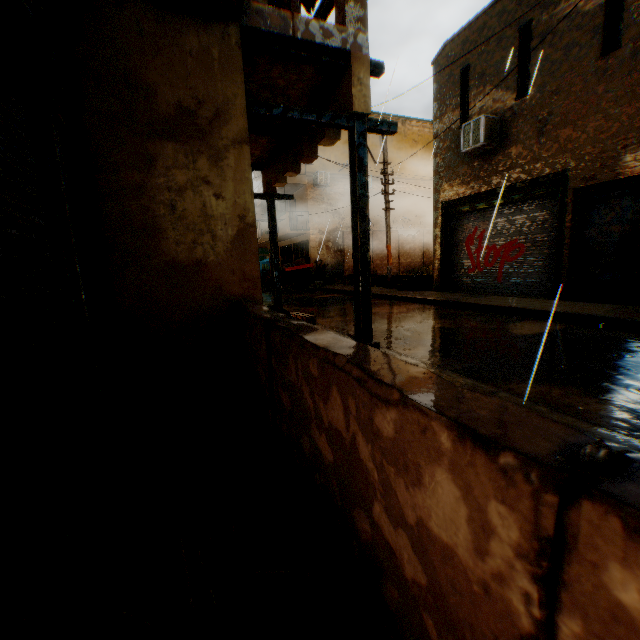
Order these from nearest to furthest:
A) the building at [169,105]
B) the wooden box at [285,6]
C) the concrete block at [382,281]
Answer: the building at [169,105]
the wooden box at [285,6]
the concrete block at [382,281]

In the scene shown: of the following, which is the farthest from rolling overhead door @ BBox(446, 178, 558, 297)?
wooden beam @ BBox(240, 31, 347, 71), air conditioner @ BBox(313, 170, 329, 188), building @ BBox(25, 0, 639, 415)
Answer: air conditioner @ BBox(313, 170, 329, 188)

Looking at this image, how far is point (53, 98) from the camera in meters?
2.2

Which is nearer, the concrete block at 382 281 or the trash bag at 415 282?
the trash bag at 415 282

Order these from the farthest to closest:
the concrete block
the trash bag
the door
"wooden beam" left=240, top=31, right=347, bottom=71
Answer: the concrete block, the trash bag, the door, "wooden beam" left=240, top=31, right=347, bottom=71

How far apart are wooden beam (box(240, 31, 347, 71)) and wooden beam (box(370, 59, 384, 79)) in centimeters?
28cm

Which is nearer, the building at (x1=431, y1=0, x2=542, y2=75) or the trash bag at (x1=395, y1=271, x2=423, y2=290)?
the building at (x1=431, y1=0, x2=542, y2=75)

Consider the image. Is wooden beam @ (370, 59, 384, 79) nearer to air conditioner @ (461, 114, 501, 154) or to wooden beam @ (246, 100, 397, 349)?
wooden beam @ (246, 100, 397, 349)
